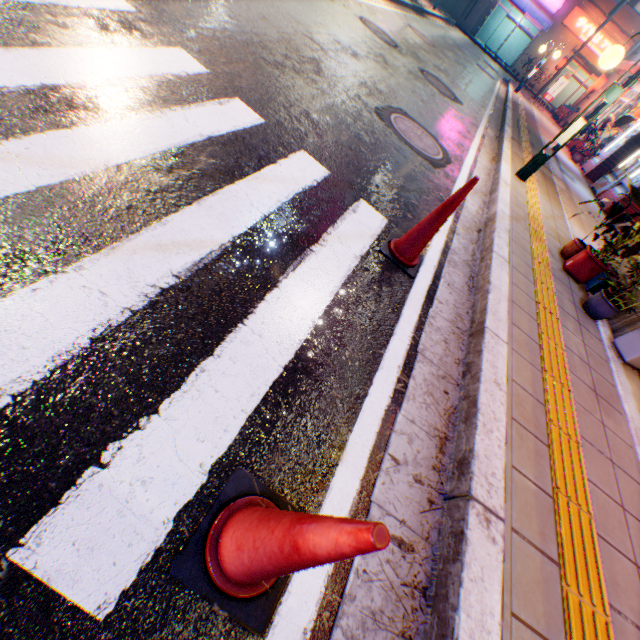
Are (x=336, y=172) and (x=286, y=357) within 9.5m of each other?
yes

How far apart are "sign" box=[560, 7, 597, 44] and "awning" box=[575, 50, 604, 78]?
0.1 meters

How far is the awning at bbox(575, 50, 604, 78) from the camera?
26.1 meters

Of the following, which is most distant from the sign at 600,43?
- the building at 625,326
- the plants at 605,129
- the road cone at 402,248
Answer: the road cone at 402,248

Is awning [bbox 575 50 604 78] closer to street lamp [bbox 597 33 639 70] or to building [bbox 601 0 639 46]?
building [bbox 601 0 639 46]

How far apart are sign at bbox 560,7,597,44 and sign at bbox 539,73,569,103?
13.5m

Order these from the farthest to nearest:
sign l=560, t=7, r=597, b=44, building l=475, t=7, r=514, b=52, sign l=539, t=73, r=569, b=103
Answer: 1. building l=475, t=7, r=514, b=52
2. sign l=560, t=7, r=597, b=44
3. sign l=539, t=73, r=569, b=103

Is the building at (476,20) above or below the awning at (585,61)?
below
